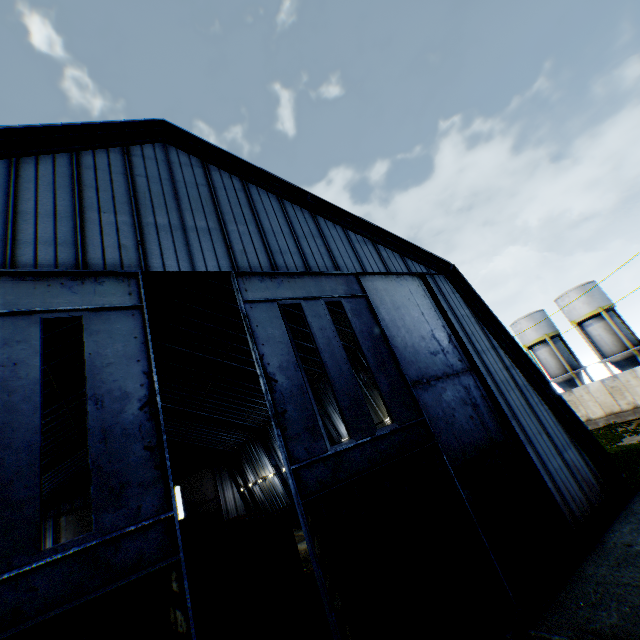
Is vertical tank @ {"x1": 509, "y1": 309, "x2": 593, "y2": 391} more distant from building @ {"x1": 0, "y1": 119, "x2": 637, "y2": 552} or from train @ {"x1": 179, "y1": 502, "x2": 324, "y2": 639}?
train @ {"x1": 179, "y1": 502, "x2": 324, "y2": 639}

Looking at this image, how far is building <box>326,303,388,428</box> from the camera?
18.9m

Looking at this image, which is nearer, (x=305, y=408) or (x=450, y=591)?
(x=450, y=591)

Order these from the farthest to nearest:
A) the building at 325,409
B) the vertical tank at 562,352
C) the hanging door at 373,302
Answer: the vertical tank at 562,352 < the building at 325,409 < the hanging door at 373,302

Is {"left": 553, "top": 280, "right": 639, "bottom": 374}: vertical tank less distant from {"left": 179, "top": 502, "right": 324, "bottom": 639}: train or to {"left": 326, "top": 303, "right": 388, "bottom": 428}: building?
{"left": 326, "top": 303, "right": 388, "bottom": 428}: building

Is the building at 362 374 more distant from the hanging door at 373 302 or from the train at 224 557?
the train at 224 557

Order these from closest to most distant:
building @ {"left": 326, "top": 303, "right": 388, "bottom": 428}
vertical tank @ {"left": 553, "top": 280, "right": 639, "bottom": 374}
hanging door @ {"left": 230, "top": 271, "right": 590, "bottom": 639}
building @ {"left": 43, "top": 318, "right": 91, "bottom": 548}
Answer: hanging door @ {"left": 230, "top": 271, "right": 590, "bottom": 639} → building @ {"left": 43, "top": 318, "right": 91, "bottom": 548} → building @ {"left": 326, "top": 303, "right": 388, "bottom": 428} → vertical tank @ {"left": 553, "top": 280, "right": 639, "bottom": 374}

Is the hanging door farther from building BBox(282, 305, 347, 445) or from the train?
the train
